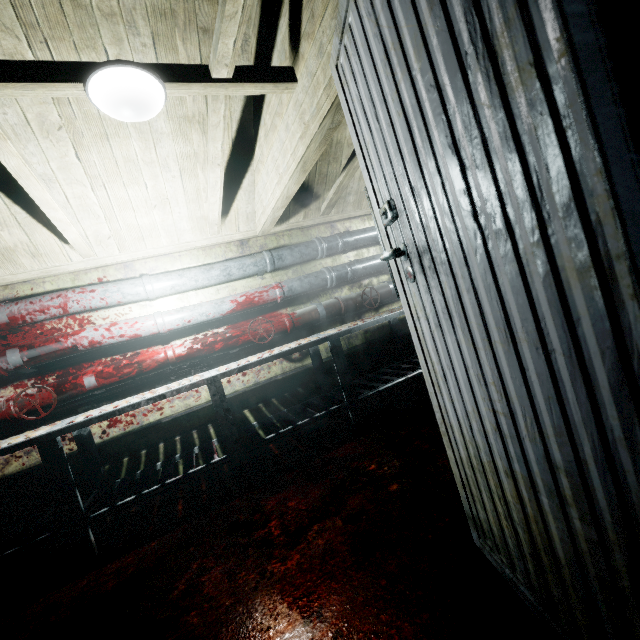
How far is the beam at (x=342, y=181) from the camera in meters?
2.8 m

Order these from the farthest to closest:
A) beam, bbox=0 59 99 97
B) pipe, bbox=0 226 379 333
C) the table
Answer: pipe, bbox=0 226 379 333 → the table → beam, bbox=0 59 99 97

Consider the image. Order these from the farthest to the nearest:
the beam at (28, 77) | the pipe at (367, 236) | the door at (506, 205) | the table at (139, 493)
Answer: the pipe at (367, 236), the table at (139, 493), the beam at (28, 77), the door at (506, 205)

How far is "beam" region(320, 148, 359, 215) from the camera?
2.79m

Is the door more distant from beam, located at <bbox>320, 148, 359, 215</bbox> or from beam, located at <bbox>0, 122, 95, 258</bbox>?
beam, located at <bbox>320, 148, 359, 215</bbox>

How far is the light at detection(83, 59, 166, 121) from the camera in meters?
1.3

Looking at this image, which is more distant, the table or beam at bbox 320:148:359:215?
beam at bbox 320:148:359:215

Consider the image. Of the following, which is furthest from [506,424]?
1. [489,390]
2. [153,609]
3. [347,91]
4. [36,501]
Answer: [36,501]
